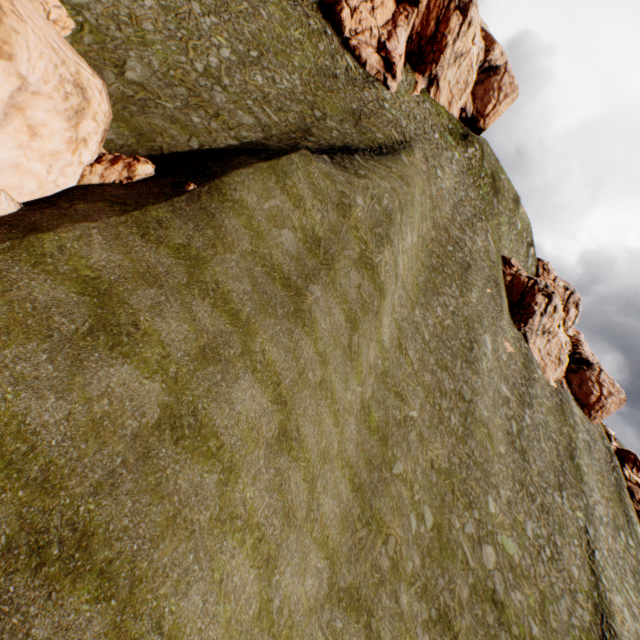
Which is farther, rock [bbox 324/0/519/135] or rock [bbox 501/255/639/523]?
rock [bbox 501/255/639/523]

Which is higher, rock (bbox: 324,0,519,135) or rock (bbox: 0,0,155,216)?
rock (bbox: 324,0,519,135)

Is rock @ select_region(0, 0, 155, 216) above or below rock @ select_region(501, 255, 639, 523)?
below

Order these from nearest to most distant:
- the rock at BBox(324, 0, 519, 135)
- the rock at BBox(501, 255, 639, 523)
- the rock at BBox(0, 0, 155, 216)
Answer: the rock at BBox(0, 0, 155, 216)
the rock at BBox(324, 0, 519, 135)
the rock at BBox(501, 255, 639, 523)

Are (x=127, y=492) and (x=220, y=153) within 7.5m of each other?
no

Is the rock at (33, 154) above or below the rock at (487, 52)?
below

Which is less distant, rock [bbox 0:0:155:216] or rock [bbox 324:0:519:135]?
rock [bbox 0:0:155:216]

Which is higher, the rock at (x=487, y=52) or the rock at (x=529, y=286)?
the rock at (x=487, y=52)
